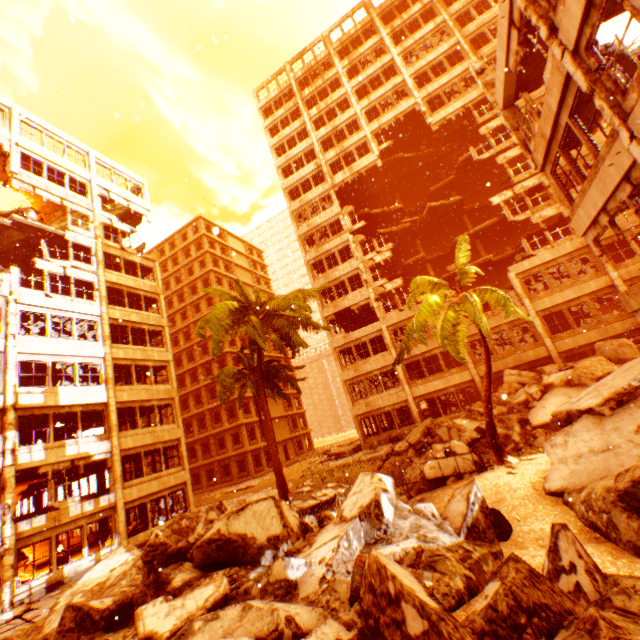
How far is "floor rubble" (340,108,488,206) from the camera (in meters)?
29.62

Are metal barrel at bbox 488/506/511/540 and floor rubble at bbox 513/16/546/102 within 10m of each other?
no

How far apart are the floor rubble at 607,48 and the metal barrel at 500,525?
11.16m

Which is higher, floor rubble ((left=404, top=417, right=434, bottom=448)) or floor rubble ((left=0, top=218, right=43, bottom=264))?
floor rubble ((left=0, top=218, right=43, bottom=264))

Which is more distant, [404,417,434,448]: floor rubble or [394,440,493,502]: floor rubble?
[404,417,434,448]: floor rubble

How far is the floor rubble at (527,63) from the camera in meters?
10.6

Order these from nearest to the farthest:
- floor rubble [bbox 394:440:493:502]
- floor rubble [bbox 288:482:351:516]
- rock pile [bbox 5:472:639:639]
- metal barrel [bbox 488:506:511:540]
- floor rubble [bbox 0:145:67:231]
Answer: rock pile [bbox 5:472:639:639]
metal barrel [bbox 488:506:511:540]
floor rubble [bbox 394:440:493:502]
floor rubble [bbox 288:482:351:516]
floor rubble [bbox 0:145:67:231]

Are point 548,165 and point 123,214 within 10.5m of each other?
no
